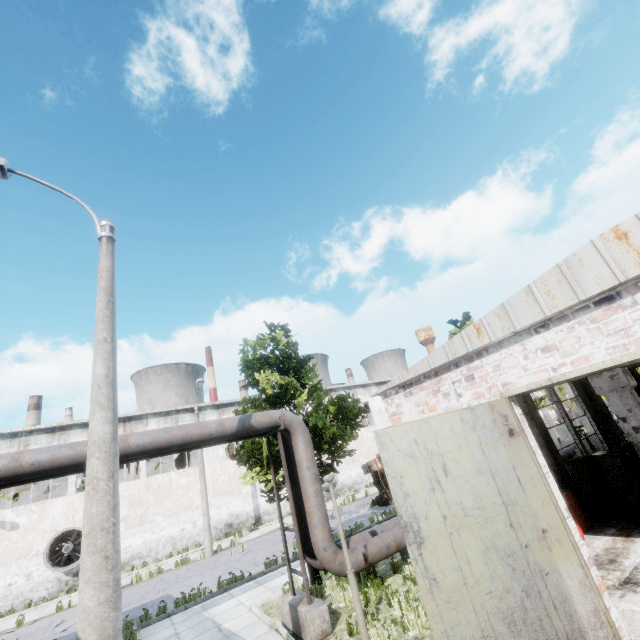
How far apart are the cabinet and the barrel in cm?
36

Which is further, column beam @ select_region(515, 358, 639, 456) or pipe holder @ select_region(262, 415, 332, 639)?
column beam @ select_region(515, 358, 639, 456)

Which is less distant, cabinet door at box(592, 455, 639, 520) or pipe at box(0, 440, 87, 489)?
pipe at box(0, 440, 87, 489)

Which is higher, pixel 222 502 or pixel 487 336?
pixel 487 336

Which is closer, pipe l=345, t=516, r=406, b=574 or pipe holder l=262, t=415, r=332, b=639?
pipe holder l=262, t=415, r=332, b=639

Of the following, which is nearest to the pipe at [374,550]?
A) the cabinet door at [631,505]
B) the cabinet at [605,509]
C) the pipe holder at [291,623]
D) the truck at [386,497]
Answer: the pipe holder at [291,623]

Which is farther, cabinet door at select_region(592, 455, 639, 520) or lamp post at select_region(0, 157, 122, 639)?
cabinet door at select_region(592, 455, 639, 520)

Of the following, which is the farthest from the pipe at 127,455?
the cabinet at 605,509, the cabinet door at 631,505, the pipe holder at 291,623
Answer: the cabinet door at 631,505
